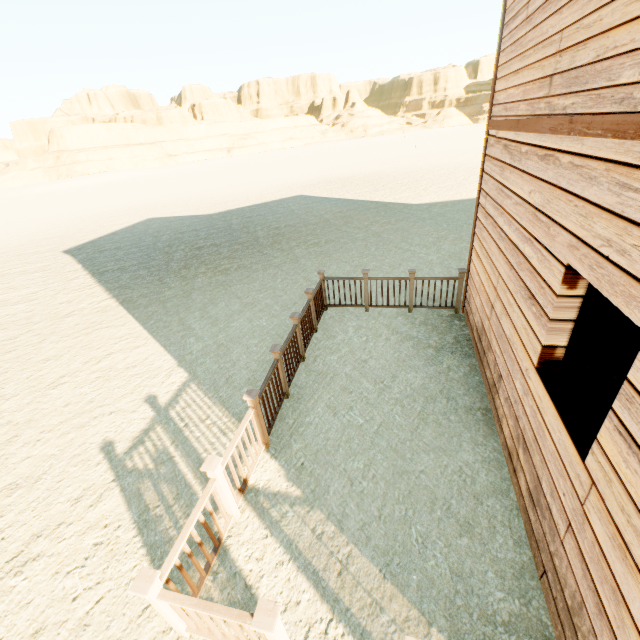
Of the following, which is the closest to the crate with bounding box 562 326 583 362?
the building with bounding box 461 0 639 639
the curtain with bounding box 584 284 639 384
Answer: the building with bounding box 461 0 639 639

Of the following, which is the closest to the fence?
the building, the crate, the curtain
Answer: the building

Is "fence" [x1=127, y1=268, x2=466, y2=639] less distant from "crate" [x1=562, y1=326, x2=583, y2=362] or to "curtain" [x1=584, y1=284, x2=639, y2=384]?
"crate" [x1=562, y1=326, x2=583, y2=362]

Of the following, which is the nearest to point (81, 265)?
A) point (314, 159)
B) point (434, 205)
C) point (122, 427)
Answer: point (122, 427)

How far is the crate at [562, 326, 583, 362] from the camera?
4.66m

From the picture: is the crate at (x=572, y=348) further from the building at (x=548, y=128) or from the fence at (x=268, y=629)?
the fence at (x=268, y=629)

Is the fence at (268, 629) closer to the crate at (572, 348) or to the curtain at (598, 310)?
the crate at (572, 348)
